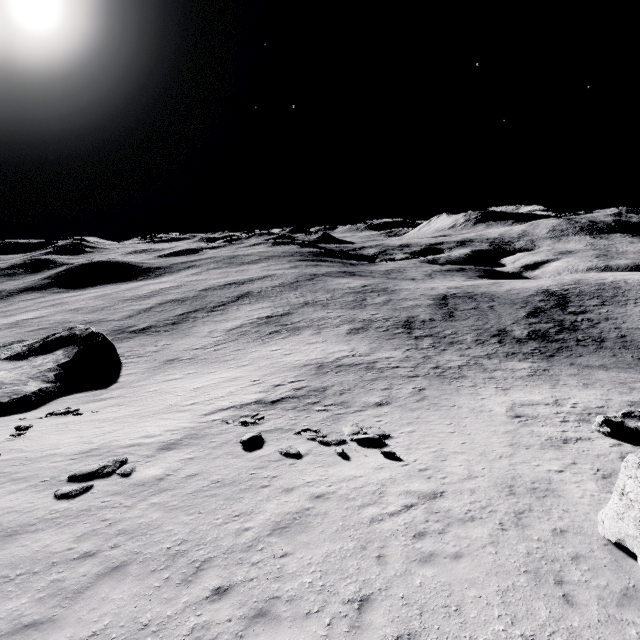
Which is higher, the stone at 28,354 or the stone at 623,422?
the stone at 623,422

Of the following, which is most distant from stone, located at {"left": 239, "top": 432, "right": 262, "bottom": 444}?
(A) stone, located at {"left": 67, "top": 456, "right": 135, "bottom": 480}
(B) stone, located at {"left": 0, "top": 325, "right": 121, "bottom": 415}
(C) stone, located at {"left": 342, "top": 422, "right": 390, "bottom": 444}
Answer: (B) stone, located at {"left": 0, "top": 325, "right": 121, "bottom": 415}

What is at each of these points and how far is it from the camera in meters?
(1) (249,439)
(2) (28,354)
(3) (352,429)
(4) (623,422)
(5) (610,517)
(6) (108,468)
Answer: (1) stone, 15.5 m
(2) stone, 38.3 m
(3) stone, 16.9 m
(4) stone, 16.4 m
(5) stone, 8.6 m
(6) stone, 13.1 m

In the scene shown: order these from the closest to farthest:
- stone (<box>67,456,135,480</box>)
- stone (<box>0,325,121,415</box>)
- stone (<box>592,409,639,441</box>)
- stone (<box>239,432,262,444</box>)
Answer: stone (<box>67,456,135,480</box>) → stone (<box>239,432,262,444</box>) → stone (<box>592,409,639,441</box>) → stone (<box>0,325,121,415</box>)

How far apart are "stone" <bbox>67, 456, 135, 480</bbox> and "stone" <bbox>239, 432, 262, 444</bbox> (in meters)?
4.32

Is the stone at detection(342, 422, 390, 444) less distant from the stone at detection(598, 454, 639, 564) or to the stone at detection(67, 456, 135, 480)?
the stone at detection(67, 456, 135, 480)

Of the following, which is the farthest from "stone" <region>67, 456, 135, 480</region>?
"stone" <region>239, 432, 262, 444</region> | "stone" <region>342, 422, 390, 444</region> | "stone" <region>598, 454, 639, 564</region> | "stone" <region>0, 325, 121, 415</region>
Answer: "stone" <region>598, 454, 639, 564</region>

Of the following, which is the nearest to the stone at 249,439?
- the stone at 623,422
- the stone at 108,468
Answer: the stone at 108,468
